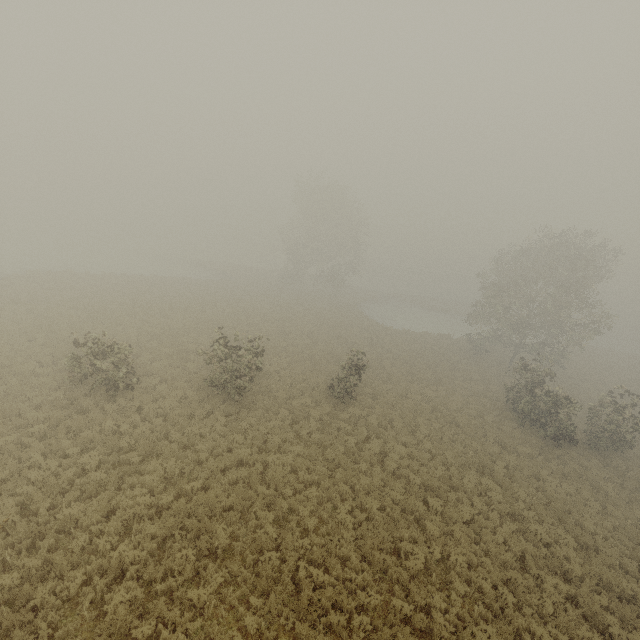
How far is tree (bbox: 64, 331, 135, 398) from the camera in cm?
1456

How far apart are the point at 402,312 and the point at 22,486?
51.7m

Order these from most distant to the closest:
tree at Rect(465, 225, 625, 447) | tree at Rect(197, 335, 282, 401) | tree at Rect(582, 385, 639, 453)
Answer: tree at Rect(465, 225, 625, 447)
tree at Rect(582, 385, 639, 453)
tree at Rect(197, 335, 282, 401)

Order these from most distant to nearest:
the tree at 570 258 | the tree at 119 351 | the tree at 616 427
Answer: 1. the tree at 570 258
2. the tree at 616 427
3. the tree at 119 351

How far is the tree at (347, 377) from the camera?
18.52m

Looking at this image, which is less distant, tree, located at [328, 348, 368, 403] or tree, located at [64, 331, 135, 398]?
tree, located at [64, 331, 135, 398]
